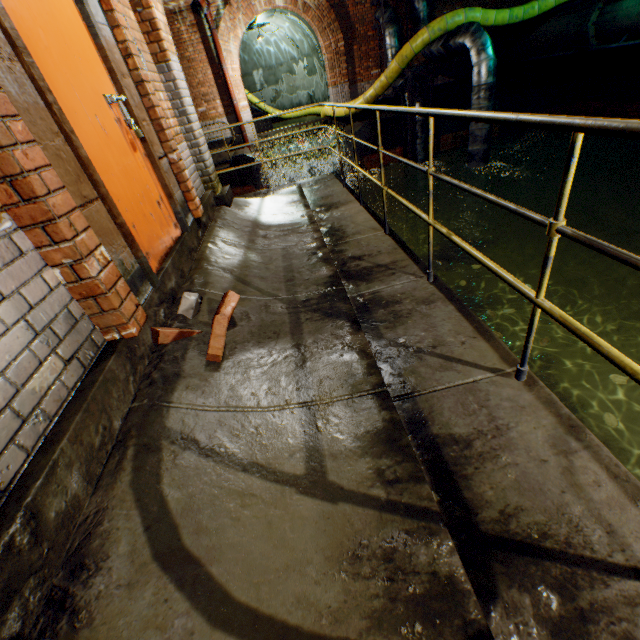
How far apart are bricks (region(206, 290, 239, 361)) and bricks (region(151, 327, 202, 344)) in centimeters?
12cm

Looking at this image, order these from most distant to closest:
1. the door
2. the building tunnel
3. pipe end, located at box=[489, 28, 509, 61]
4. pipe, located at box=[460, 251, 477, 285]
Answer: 1. the building tunnel
2. pipe end, located at box=[489, 28, 509, 61]
3. pipe, located at box=[460, 251, 477, 285]
4. the door

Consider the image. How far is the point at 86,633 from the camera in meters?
1.0 m

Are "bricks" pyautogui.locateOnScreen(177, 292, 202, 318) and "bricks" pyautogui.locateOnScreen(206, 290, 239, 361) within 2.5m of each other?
yes

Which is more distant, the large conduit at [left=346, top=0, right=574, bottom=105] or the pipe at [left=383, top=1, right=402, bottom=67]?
the pipe at [left=383, top=1, right=402, bottom=67]

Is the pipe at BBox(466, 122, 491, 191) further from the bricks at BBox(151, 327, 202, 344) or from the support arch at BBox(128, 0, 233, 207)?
the bricks at BBox(151, 327, 202, 344)

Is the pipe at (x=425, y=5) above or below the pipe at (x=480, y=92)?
above

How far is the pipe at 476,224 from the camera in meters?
9.9
